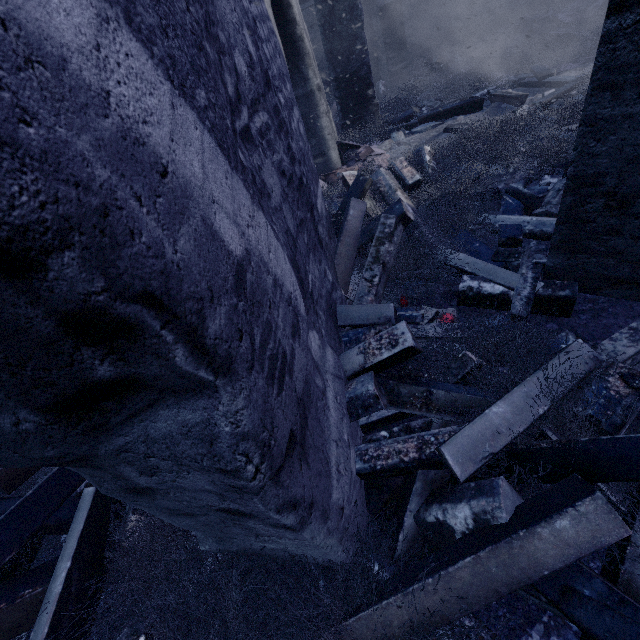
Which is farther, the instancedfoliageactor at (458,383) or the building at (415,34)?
the building at (415,34)

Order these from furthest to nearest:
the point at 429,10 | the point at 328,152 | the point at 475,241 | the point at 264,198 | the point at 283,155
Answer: the point at 429,10
the point at 328,152
the point at 475,241
the point at 283,155
the point at 264,198

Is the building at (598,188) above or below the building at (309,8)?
below

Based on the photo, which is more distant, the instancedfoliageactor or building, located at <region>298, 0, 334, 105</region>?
building, located at <region>298, 0, 334, 105</region>

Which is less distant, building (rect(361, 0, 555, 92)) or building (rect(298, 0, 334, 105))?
building (rect(361, 0, 555, 92))

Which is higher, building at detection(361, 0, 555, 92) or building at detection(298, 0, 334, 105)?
building at detection(298, 0, 334, 105)
